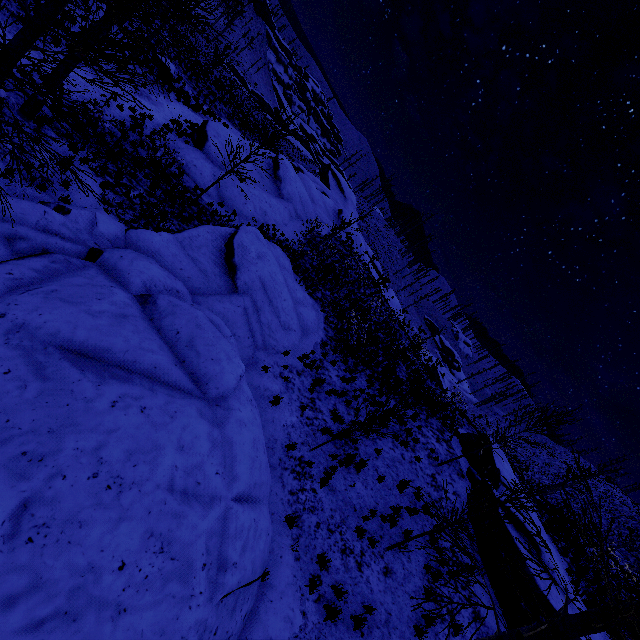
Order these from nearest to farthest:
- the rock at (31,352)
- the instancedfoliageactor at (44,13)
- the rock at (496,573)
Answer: the rock at (31,352) < the instancedfoliageactor at (44,13) < the rock at (496,573)

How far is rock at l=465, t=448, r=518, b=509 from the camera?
13.9 meters

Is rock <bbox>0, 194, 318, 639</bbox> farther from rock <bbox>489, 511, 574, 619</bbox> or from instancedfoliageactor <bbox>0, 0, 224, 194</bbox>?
rock <bbox>489, 511, 574, 619</bbox>

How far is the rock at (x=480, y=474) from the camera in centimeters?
1394cm

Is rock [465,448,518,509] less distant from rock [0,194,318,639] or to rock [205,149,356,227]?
rock [0,194,318,639]

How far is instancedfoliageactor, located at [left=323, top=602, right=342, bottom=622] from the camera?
6.8 meters

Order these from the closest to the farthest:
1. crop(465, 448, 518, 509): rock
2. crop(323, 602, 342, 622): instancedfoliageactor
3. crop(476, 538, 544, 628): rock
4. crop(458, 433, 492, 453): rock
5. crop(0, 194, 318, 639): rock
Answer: crop(0, 194, 318, 639): rock < crop(323, 602, 342, 622): instancedfoliageactor < crop(476, 538, 544, 628): rock < crop(465, 448, 518, 509): rock < crop(458, 433, 492, 453): rock

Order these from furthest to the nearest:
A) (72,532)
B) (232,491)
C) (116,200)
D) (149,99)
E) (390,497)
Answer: (149,99), (116,200), (390,497), (232,491), (72,532)
